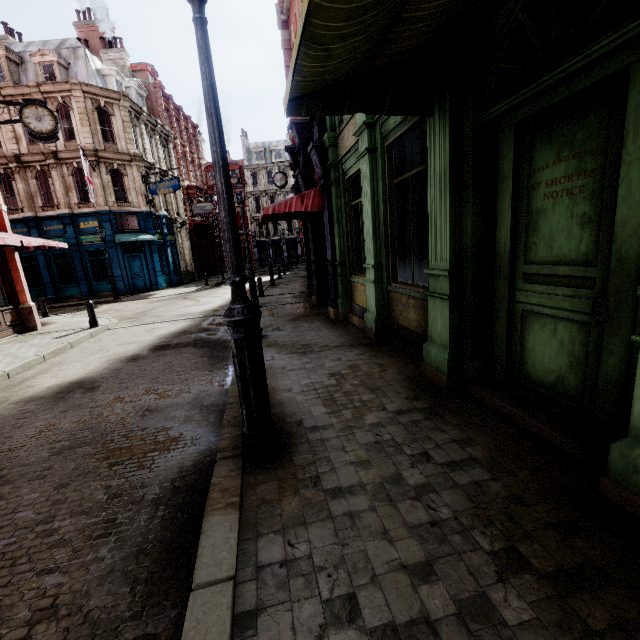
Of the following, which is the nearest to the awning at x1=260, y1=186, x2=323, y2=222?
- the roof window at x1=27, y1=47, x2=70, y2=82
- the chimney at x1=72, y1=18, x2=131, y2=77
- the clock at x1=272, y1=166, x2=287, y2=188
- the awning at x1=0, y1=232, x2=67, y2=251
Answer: the awning at x1=0, y1=232, x2=67, y2=251

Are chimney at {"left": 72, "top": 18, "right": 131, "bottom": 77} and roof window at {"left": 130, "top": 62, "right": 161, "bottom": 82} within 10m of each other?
yes

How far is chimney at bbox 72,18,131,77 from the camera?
27.8 meters

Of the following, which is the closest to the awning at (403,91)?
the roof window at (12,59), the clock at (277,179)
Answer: the clock at (277,179)

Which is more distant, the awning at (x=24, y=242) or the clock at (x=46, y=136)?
the clock at (x=46, y=136)

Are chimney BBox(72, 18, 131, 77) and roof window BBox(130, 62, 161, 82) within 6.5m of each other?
yes

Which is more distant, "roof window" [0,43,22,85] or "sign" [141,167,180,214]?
"sign" [141,167,180,214]

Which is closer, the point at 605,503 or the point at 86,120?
the point at 605,503
